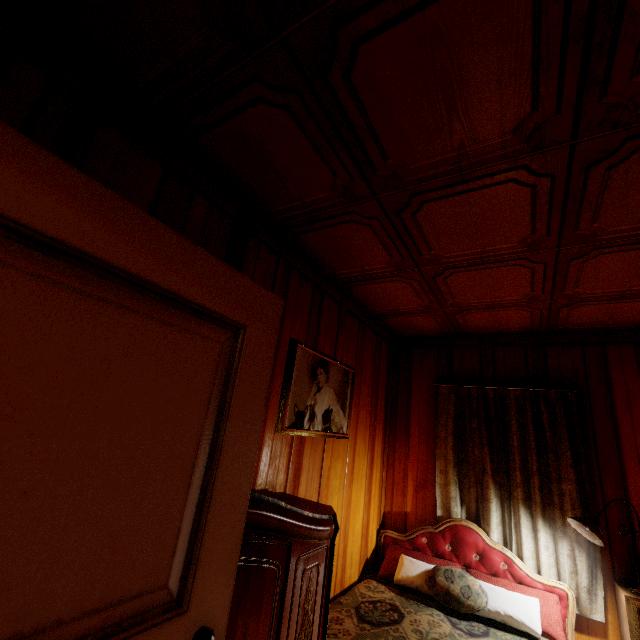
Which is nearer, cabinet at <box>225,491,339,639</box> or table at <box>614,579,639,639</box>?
cabinet at <box>225,491,339,639</box>

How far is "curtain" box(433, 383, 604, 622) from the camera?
2.6 meters

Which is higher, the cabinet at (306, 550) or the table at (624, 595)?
the cabinet at (306, 550)

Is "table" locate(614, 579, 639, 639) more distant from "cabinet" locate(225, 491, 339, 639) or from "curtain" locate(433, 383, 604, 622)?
"cabinet" locate(225, 491, 339, 639)

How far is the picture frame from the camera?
2.18m

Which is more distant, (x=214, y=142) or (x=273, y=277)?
(x=273, y=277)

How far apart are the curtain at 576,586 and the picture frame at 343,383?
1.1m

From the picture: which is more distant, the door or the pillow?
the pillow
